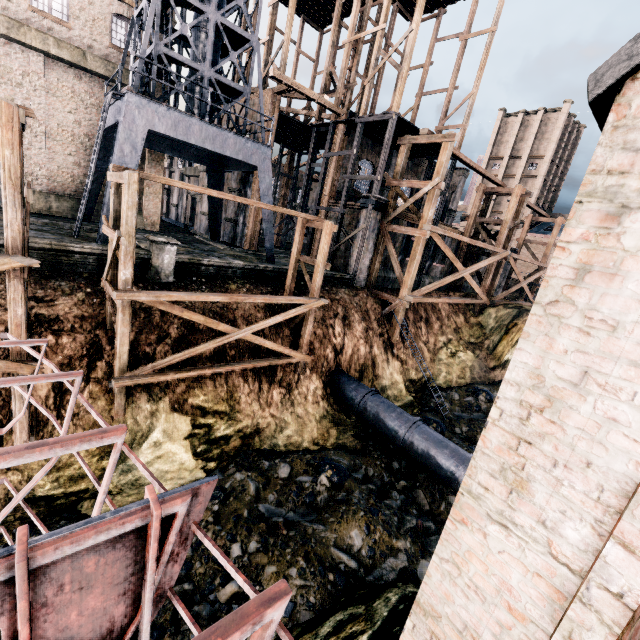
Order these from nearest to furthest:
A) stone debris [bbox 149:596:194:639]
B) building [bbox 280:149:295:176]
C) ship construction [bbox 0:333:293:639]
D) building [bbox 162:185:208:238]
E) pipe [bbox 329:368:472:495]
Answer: ship construction [bbox 0:333:293:639], stone debris [bbox 149:596:194:639], pipe [bbox 329:368:472:495], building [bbox 162:185:208:238], building [bbox 280:149:295:176]

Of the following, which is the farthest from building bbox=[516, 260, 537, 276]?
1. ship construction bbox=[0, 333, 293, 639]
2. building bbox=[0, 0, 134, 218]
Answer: ship construction bbox=[0, 333, 293, 639]

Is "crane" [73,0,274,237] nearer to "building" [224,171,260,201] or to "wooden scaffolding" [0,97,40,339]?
"building" [224,171,260,201]

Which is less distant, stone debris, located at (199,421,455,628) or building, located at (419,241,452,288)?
stone debris, located at (199,421,455,628)

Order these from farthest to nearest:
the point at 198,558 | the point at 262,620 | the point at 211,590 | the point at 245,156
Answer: the point at 245,156
the point at 198,558
the point at 211,590
the point at 262,620

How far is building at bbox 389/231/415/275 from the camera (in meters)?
25.68

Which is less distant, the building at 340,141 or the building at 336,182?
the building at 340,141

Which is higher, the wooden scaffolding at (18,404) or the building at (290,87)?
the building at (290,87)
